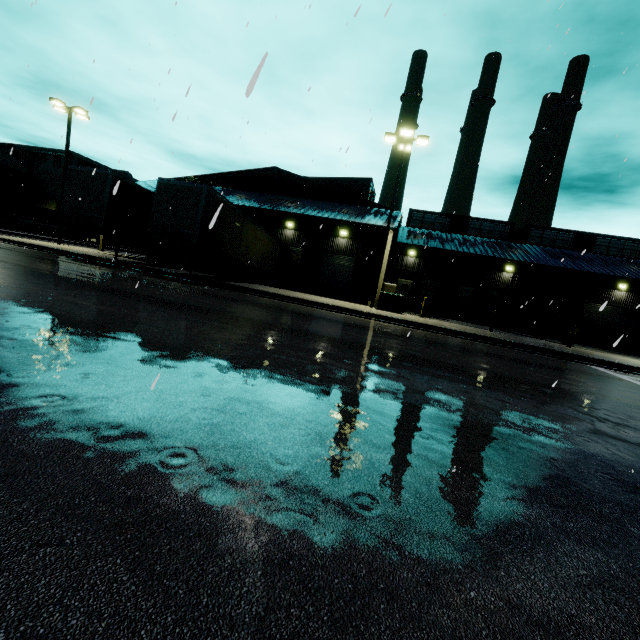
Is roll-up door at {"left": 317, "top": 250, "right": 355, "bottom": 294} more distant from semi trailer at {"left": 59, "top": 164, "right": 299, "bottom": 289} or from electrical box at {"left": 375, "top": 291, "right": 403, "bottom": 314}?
electrical box at {"left": 375, "top": 291, "right": 403, "bottom": 314}

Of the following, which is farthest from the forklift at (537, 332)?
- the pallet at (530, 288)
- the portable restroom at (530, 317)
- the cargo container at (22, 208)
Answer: the cargo container at (22, 208)

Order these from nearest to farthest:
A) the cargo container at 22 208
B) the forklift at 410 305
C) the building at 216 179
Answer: the forklift at 410 305, the building at 216 179, the cargo container at 22 208

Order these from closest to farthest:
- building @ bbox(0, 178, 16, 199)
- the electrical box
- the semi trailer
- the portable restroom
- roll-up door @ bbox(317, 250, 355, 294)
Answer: the semi trailer
the electrical box
the portable restroom
roll-up door @ bbox(317, 250, 355, 294)
building @ bbox(0, 178, 16, 199)

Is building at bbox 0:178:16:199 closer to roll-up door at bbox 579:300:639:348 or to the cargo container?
roll-up door at bbox 579:300:639:348

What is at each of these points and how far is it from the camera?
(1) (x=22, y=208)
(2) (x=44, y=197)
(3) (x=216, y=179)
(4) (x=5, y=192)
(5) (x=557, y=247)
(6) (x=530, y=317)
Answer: (1) cargo container, 46.59m
(2) building, 57.78m
(3) building, 30.83m
(4) building, 52.16m
(5) building, 32.59m
(6) portable restroom, 26.45m

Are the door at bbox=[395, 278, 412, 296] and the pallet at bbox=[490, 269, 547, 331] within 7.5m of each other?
yes

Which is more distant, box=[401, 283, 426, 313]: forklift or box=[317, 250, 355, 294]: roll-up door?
box=[317, 250, 355, 294]: roll-up door
